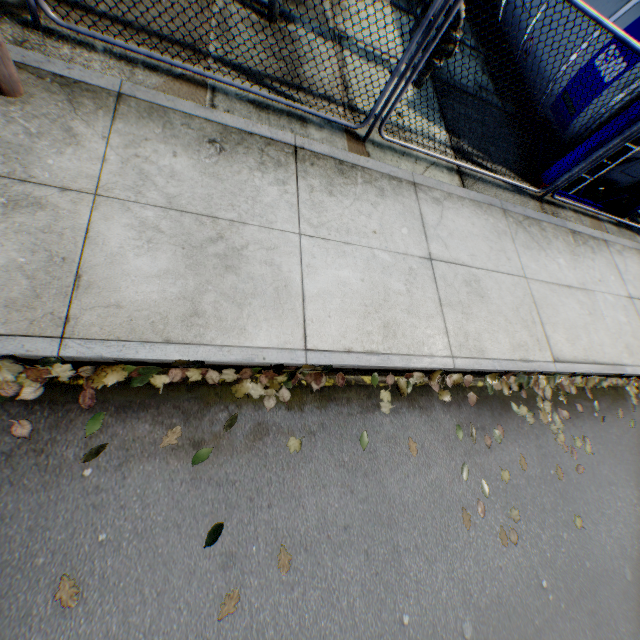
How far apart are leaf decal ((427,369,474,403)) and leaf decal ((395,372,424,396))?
0.10m

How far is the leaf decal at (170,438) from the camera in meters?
2.5 m

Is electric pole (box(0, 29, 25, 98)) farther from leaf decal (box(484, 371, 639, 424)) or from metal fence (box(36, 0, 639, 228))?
leaf decal (box(484, 371, 639, 424))

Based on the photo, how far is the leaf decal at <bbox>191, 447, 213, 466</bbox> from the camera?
2.58m

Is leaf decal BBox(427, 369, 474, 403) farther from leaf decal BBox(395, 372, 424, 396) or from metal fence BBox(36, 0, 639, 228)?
metal fence BBox(36, 0, 639, 228)

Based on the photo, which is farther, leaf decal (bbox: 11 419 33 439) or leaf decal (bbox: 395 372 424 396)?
leaf decal (bbox: 395 372 424 396)

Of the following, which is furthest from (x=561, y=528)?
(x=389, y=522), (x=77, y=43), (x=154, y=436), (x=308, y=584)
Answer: (x=77, y=43)

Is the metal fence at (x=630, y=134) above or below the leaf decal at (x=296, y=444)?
above
